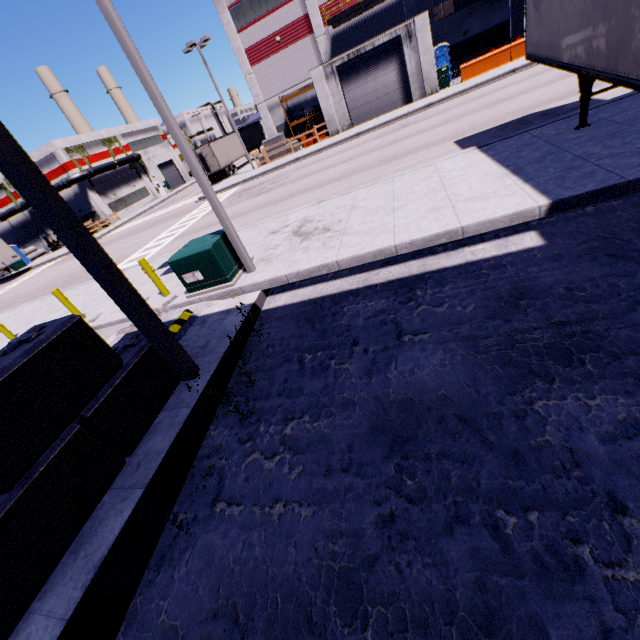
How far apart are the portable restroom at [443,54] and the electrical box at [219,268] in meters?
30.7 m

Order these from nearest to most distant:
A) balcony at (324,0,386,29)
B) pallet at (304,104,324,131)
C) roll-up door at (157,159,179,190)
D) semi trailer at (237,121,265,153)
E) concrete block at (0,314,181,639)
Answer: concrete block at (0,314,181,639), balcony at (324,0,386,29), pallet at (304,104,324,131), semi trailer at (237,121,265,153), roll-up door at (157,159,179,190)

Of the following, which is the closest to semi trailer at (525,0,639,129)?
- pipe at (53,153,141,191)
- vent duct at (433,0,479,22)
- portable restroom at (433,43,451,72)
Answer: pipe at (53,153,141,191)

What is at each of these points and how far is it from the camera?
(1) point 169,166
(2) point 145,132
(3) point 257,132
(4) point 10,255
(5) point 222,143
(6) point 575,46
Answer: (1) roll-up door, 58.50m
(2) building, 54.25m
(3) semi trailer, 44.25m
(4) semi trailer, 35.19m
(5) semi trailer, 36.03m
(6) semi trailer, 6.84m

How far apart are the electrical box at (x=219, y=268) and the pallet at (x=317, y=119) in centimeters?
2530cm

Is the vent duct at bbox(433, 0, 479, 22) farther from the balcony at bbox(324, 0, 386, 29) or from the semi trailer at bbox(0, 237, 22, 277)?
the semi trailer at bbox(0, 237, 22, 277)

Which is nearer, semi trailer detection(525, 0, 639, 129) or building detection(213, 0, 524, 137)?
semi trailer detection(525, 0, 639, 129)

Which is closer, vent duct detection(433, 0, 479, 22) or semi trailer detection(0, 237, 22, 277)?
vent duct detection(433, 0, 479, 22)
